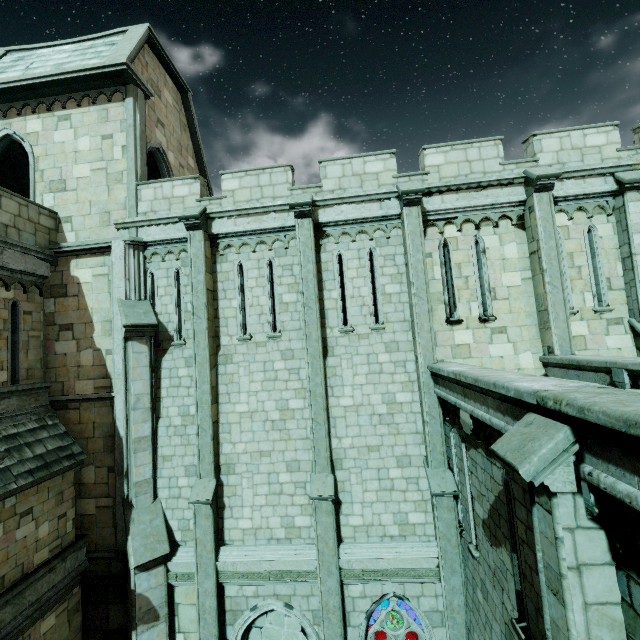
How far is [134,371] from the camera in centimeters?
953cm

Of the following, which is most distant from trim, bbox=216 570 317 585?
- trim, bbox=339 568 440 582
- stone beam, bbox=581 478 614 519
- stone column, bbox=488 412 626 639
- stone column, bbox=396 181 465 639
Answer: stone beam, bbox=581 478 614 519

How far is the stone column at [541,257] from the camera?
8.73m

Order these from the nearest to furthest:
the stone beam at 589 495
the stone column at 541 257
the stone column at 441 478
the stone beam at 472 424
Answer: the stone beam at 589 495
the stone beam at 472 424
the stone column at 441 478
the stone column at 541 257

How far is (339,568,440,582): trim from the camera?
8.4 meters

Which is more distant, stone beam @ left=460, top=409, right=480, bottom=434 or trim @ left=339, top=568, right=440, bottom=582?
trim @ left=339, top=568, right=440, bottom=582

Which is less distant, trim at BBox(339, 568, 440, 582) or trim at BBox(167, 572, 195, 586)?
trim at BBox(339, 568, 440, 582)

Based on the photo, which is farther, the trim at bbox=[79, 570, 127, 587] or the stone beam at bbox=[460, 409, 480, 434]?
the trim at bbox=[79, 570, 127, 587]
